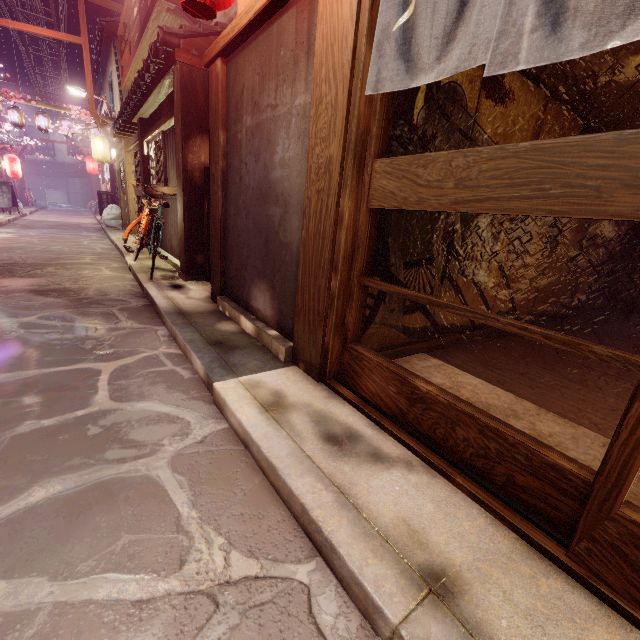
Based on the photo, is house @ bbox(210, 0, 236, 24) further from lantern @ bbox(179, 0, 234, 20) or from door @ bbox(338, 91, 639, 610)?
door @ bbox(338, 91, 639, 610)

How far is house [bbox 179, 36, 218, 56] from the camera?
8.45m

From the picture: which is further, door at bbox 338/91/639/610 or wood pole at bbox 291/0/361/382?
wood pole at bbox 291/0/361/382

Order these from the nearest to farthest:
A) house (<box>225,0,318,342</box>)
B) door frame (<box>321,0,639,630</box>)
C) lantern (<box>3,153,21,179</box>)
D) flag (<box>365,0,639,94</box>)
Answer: flag (<box>365,0,639,94</box>)
door frame (<box>321,0,639,630</box>)
house (<box>225,0,318,342</box>)
lantern (<box>3,153,21,179</box>)

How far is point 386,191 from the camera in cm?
372

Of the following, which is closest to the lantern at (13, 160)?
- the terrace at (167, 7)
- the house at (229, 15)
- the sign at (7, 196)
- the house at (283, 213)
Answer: the sign at (7, 196)

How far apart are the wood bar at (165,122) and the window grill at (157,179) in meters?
0.0 m

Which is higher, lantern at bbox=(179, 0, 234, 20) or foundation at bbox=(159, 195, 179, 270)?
lantern at bbox=(179, 0, 234, 20)
